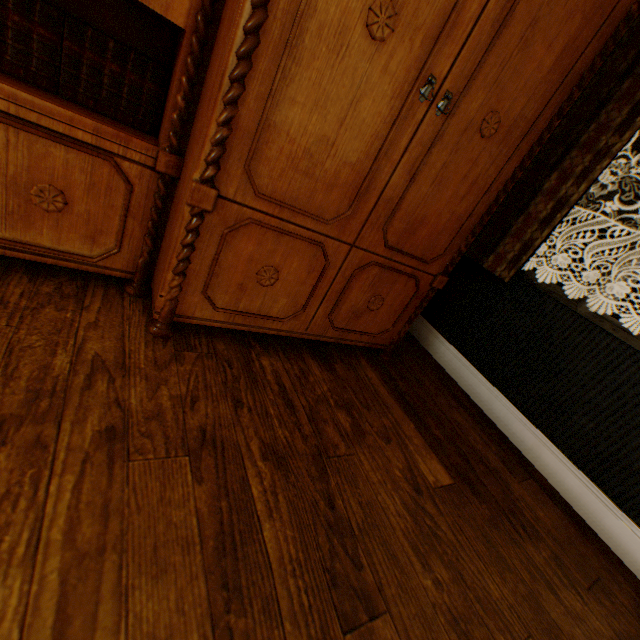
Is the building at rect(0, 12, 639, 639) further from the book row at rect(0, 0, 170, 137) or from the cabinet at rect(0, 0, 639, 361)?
the book row at rect(0, 0, 170, 137)

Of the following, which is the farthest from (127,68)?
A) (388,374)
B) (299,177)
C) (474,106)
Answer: (388,374)

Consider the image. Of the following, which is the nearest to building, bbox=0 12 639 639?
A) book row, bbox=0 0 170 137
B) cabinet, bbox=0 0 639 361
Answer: cabinet, bbox=0 0 639 361

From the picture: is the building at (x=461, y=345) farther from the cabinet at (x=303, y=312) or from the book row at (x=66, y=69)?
the book row at (x=66, y=69)

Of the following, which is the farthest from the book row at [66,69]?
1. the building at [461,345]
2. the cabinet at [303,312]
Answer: the building at [461,345]
